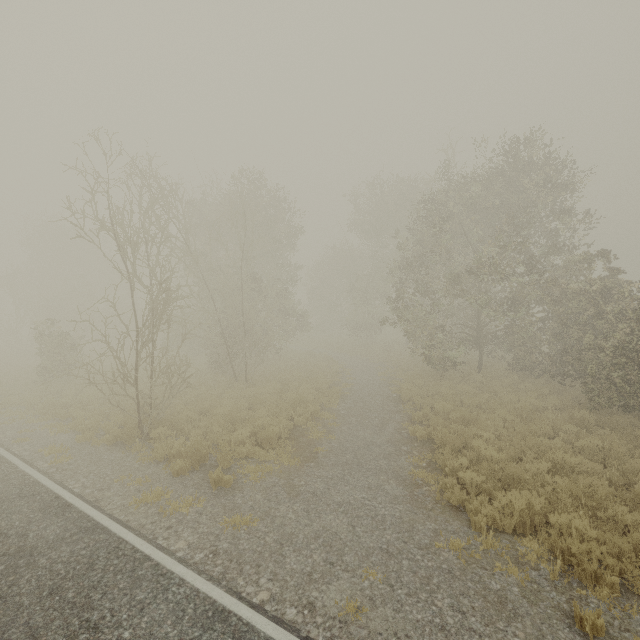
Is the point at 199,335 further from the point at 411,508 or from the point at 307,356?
the point at 411,508
